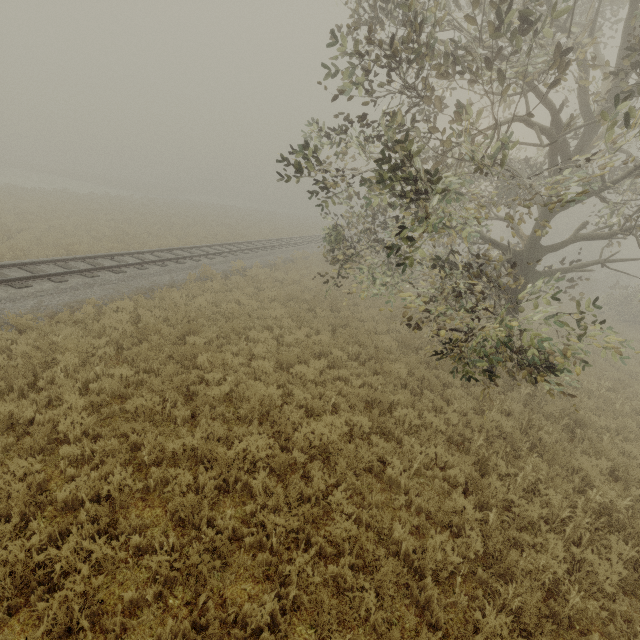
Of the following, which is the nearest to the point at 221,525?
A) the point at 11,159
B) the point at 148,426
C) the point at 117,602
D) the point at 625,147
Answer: the point at 117,602

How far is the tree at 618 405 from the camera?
10.1 meters

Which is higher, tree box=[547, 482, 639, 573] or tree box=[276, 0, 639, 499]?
tree box=[276, 0, 639, 499]

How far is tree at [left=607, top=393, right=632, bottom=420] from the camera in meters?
10.1 m

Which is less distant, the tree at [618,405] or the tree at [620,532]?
the tree at [620,532]

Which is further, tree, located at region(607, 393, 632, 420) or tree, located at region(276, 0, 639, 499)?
tree, located at region(607, 393, 632, 420)
